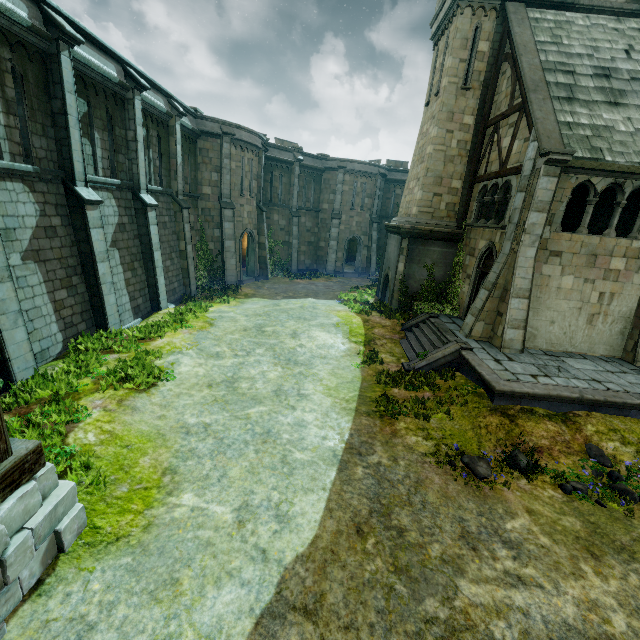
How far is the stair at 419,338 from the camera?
11.74m

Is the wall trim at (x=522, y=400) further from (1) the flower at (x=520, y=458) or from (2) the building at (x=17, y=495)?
(2) the building at (x=17, y=495)

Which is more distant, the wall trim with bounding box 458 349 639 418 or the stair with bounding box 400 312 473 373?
the stair with bounding box 400 312 473 373

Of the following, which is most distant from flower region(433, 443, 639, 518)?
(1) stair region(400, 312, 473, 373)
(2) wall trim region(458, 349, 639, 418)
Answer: (1) stair region(400, 312, 473, 373)

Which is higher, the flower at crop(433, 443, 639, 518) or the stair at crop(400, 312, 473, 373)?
the stair at crop(400, 312, 473, 373)

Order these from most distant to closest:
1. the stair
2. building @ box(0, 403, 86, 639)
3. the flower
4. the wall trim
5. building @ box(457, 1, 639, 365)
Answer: the stair → building @ box(457, 1, 639, 365) → the wall trim → the flower → building @ box(0, 403, 86, 639)

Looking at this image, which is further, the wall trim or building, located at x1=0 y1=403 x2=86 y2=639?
the wall trim

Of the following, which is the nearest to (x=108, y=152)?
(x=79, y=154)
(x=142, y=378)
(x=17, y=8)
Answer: (x=79, y=154)
